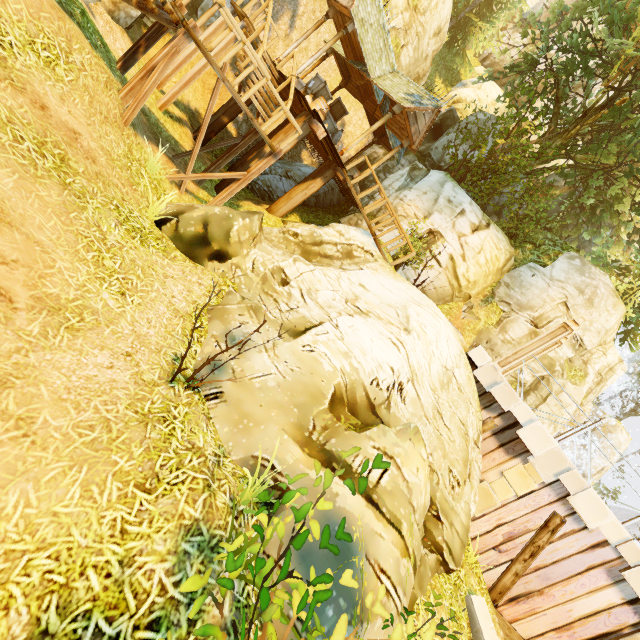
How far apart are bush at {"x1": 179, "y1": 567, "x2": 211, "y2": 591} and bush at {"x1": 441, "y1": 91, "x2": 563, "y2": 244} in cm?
1592

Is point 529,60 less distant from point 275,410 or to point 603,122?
point 603,122

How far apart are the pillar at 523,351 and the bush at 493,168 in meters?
8.3 m

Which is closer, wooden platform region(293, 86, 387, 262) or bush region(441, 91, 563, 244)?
wooden platform region(293, 86, 387, 262)

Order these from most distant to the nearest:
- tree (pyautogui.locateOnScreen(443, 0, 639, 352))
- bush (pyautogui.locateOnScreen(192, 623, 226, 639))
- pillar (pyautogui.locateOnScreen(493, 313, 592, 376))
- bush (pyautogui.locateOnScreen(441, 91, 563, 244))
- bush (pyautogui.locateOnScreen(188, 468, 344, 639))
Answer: bush (pyautogui.locateOnScreen(441, 91, 563, 244))
tree (pyautogui.locateOnScreen(443, 0, 639, 352))
pillar (pyautogui.locateOnScreen(493, 313, 592, 376))
bush (pyautogui.locateOnScreen(192, 623, 226, 639))
bush (pyautogui.locateOnScreen(188, 468, 344, 639))

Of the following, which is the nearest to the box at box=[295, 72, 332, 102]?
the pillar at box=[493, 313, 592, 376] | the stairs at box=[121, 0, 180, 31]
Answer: the stairs at box=[121, 0, 180, 31]

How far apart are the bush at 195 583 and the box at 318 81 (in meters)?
14.94

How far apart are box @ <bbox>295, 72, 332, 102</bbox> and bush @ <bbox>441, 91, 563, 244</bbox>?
6.9m
